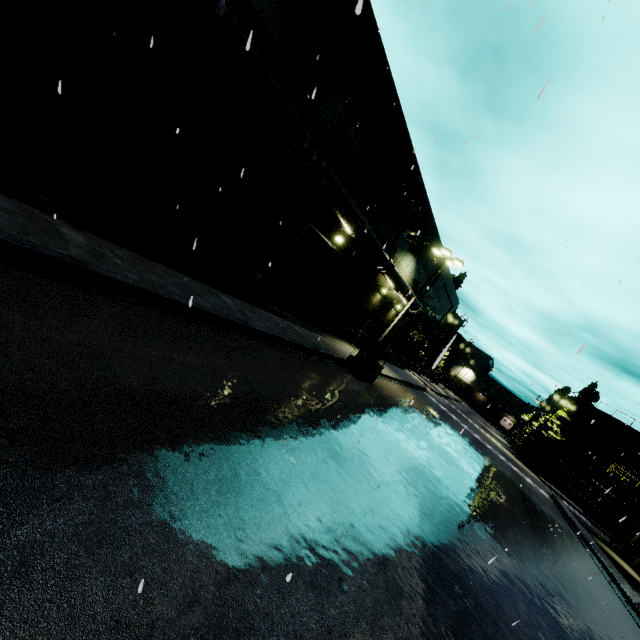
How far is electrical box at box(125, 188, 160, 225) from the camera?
9.7 meters

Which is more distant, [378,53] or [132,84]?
[378,53]

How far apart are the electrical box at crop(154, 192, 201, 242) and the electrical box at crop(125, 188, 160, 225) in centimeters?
39cm

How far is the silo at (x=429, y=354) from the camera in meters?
53.8 m

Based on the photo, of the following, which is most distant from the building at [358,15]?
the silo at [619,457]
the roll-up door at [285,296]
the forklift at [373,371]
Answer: the forklift at [373,371]

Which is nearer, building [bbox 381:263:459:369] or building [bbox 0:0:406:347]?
building [bbox 0:0:406:347]

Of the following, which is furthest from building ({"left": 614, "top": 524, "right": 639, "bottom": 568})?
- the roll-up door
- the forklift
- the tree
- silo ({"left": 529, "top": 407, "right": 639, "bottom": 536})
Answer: the tree

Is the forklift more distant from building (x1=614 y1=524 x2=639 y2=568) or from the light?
the light
